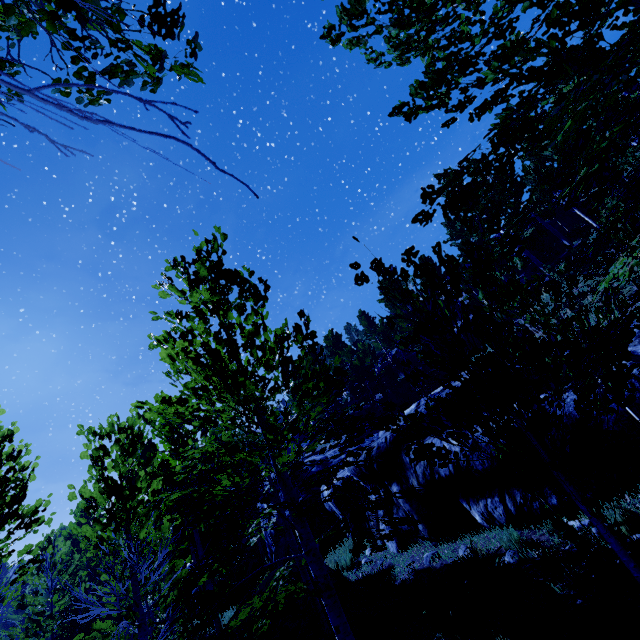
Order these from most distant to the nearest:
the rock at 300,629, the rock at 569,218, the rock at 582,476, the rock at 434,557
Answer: the rock at 569,218 → the rock at 300,629 → the rock at 434,557 → the rock at 582,476

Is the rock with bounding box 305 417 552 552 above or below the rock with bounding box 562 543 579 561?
above

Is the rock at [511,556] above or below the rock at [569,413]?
below

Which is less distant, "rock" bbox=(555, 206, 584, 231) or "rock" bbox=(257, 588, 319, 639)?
"rock" bbox=(257, 588, 319, 639)

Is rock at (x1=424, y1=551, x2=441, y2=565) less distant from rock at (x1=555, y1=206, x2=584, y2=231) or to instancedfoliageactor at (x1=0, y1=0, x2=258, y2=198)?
instancedfoliageactor at (x1=0, y1=0, x2=258, y2=198)

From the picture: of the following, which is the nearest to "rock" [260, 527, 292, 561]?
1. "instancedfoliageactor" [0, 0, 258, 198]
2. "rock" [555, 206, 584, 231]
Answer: "instancedfoliageactor" [0, 0, 258, 198]

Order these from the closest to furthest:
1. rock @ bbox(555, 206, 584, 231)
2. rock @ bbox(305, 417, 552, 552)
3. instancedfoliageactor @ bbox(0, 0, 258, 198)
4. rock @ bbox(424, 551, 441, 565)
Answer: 1. instancedfoliageactor @ bbox(0, 0, 258, 198)
2. rock @ bbox(305, 417, 552, 552)
3. rock @ bbox(424, 551, 441, 565)
4. rock @ bbox(555, 206, 584, 231)

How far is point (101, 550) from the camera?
6.2 meters
